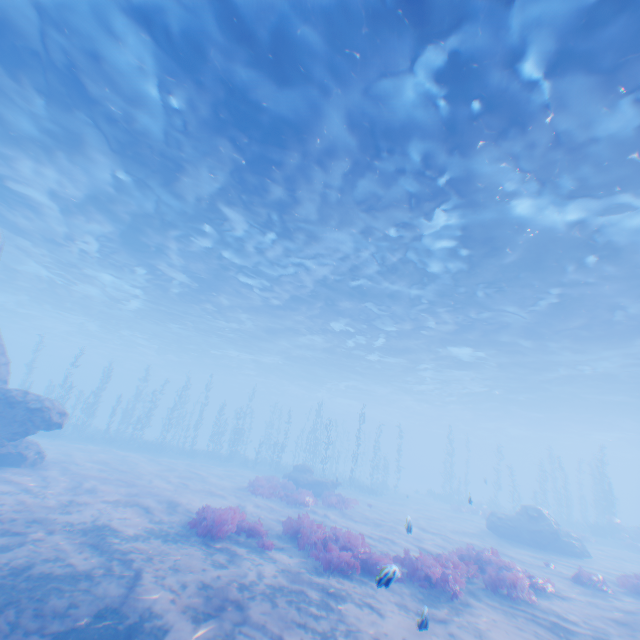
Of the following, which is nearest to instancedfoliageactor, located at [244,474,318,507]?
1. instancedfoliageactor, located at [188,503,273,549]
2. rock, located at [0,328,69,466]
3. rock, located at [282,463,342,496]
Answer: rock, located at [282,463,342,496]

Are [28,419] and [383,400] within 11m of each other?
no

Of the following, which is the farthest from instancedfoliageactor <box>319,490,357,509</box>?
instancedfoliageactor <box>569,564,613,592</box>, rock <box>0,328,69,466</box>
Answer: instancedfoliageactor <box>569,564,613,592</box>

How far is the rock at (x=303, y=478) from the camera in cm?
2205

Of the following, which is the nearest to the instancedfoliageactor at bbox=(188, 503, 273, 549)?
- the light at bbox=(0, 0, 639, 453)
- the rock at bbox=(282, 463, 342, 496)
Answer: the rock at bbox=(282, 463, 342, 496)

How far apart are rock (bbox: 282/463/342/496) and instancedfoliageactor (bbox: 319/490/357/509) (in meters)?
2.53

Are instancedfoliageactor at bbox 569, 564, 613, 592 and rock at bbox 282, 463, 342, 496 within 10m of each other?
no

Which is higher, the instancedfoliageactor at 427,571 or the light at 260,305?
the light at 260,305
